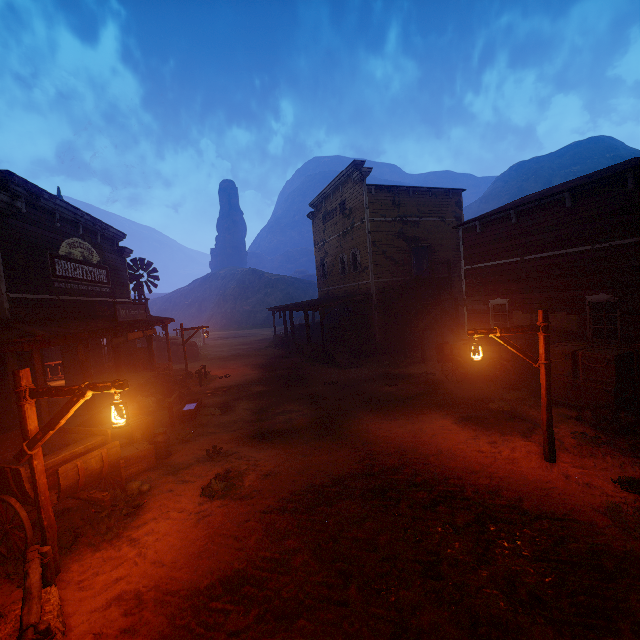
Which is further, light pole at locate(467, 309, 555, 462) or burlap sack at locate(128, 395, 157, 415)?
burlap sack at locate(128, 395, 157, 415)

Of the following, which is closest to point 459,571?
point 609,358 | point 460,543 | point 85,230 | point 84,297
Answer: point 460,543

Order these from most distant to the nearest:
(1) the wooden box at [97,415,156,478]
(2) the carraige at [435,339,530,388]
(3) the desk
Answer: (3) the desk → (2) the carraige at [435,339,530,388] → (1) the wooden box at [97,415,156,478]

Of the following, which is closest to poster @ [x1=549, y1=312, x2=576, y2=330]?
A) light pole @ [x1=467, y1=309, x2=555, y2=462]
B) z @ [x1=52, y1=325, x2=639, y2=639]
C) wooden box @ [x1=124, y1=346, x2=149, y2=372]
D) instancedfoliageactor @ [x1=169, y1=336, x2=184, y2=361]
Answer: z @ [x1=52, y1=325, x2=639, y2=639]

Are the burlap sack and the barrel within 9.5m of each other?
yes

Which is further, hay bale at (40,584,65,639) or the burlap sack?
the burlap sack

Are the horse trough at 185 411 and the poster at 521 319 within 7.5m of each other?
no

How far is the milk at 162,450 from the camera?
8.9 meters
